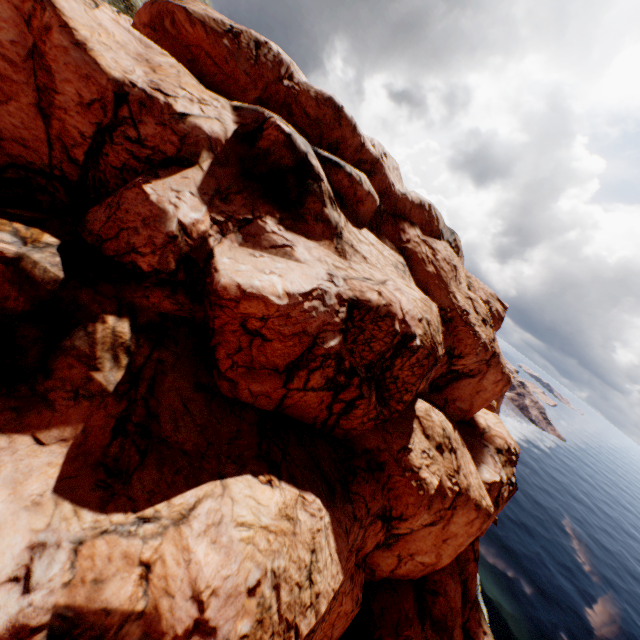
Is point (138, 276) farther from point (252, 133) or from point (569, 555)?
point (569, 555)
